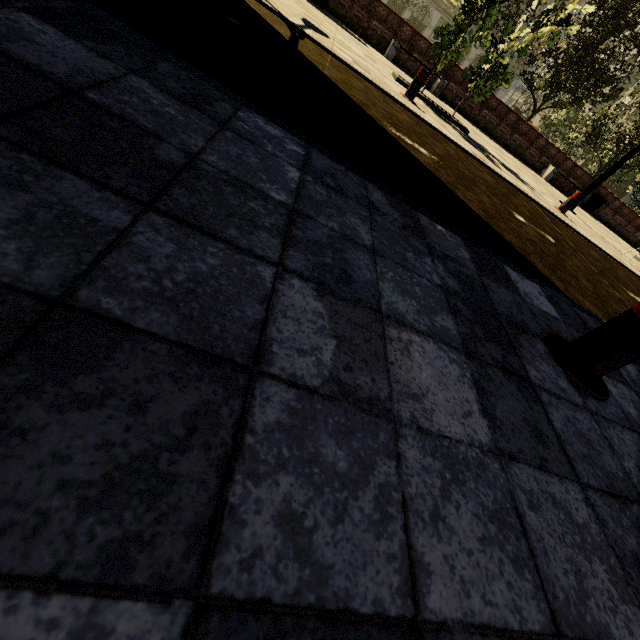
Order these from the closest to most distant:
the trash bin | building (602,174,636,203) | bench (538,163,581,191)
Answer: bench (538,163,581,191)
the trash bin
building (602,174,636,203)

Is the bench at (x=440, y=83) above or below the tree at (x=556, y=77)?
below

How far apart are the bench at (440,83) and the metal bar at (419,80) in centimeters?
786cm

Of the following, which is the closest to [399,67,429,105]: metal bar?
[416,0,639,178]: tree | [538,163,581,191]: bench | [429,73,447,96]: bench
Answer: [416,0,639,178]: tree

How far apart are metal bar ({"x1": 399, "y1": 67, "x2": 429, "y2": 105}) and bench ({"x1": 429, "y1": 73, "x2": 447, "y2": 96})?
7.86m

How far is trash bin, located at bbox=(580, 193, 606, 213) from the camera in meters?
16.1 m

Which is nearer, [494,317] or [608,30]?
[494,317]

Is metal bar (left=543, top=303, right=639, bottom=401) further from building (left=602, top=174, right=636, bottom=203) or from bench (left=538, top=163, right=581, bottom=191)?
building (left=602, top=174, right=636, bottom=203)
